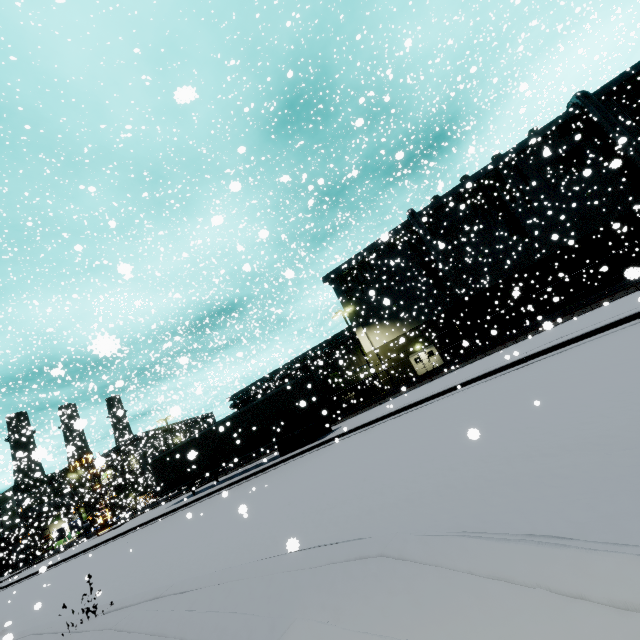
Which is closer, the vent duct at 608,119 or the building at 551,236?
the vent duct at 608,119

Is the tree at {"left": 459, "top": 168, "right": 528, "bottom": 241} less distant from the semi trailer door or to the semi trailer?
the semi trailer door

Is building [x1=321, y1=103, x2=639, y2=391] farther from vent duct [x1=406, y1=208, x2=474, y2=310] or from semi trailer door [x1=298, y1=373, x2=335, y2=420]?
semi trailer door [x1=298, y1=373, x2=335, y2=420]

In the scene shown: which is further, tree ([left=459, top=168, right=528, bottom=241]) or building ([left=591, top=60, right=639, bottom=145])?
tree ([left=459, top=168, right=528, bottom=241])

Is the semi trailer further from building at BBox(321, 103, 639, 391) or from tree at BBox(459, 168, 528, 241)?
tree at BBox(459, 168, 528, 241)

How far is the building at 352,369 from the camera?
37.06m

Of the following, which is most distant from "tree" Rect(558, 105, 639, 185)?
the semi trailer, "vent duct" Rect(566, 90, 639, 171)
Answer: the semi trailer

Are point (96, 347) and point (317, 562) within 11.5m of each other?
yes
